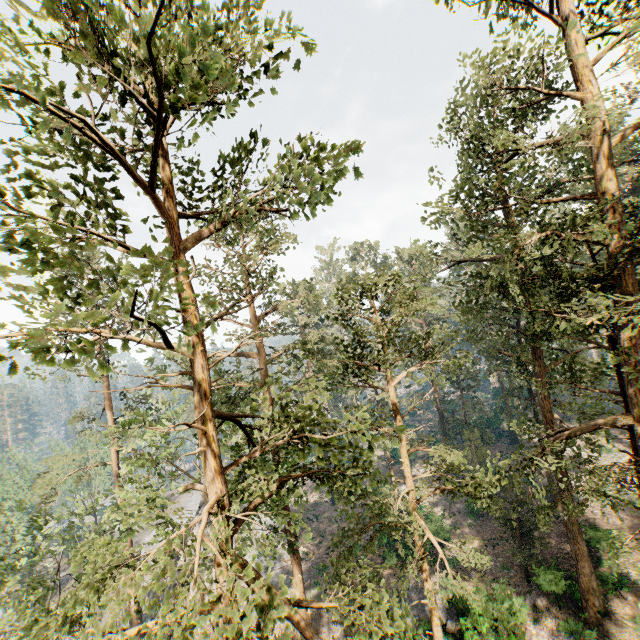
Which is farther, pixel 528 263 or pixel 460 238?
pixel 460 238
